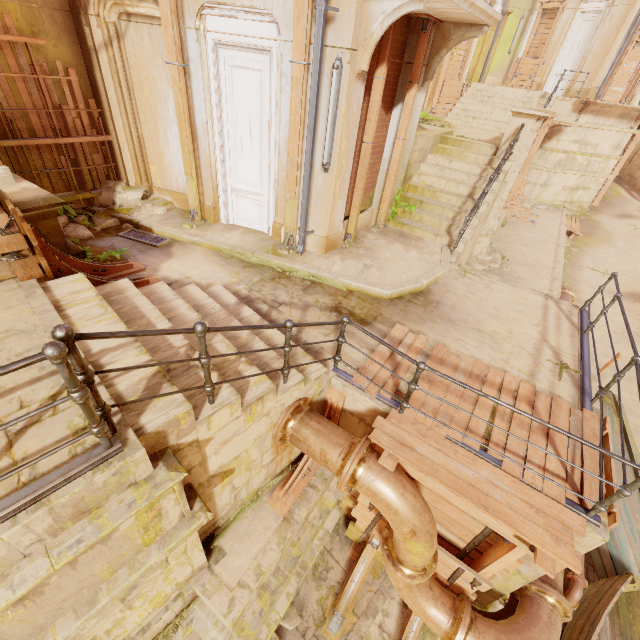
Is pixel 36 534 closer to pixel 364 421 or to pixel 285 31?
pixel 364 421

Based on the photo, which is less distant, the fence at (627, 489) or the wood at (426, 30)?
the fence at (627, 489)

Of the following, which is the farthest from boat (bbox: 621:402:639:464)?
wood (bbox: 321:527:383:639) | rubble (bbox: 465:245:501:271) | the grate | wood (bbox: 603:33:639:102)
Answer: wood (bbox: 603:33:639:102)

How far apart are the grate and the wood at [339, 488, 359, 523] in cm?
618

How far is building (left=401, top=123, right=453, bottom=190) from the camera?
9.2m

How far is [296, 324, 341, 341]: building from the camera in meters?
5.3 m

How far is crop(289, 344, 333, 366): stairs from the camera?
4.49m

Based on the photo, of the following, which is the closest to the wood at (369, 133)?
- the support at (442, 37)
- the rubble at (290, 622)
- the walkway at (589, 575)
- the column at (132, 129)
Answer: the support at (442, 37)
